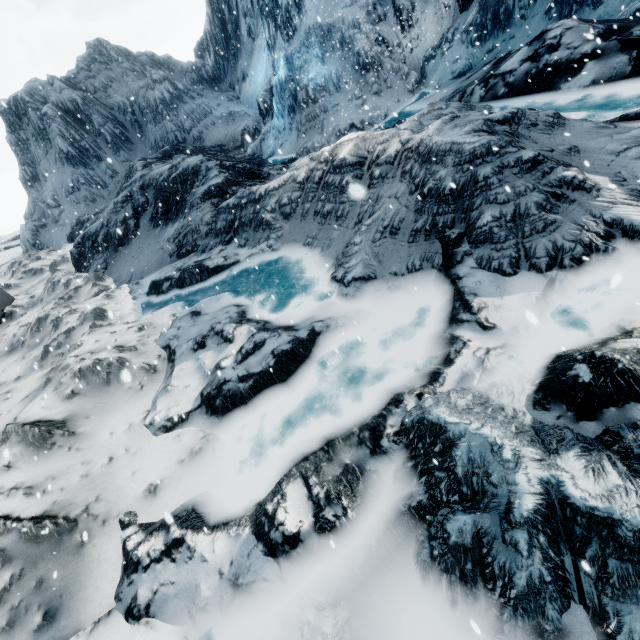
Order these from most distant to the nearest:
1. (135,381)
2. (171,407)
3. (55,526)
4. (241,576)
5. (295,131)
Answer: (295,131) < (135,381) < (171,407) < (55,526) < (241,576)
